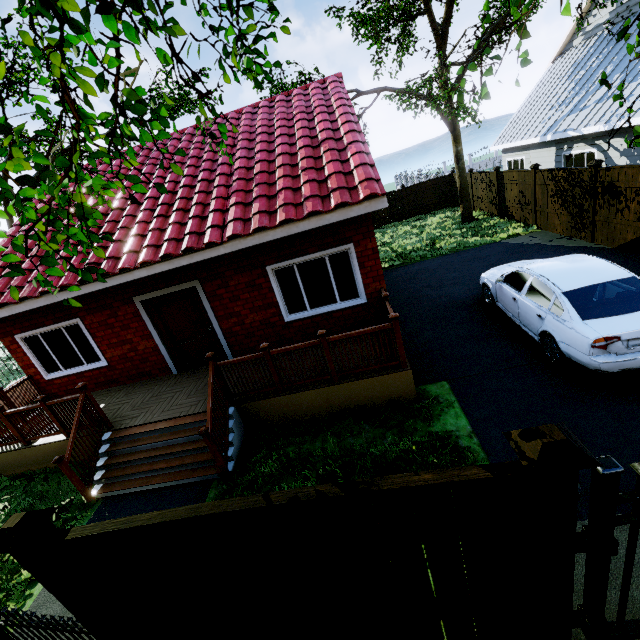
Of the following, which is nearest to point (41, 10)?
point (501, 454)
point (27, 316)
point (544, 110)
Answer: point (501, 454)

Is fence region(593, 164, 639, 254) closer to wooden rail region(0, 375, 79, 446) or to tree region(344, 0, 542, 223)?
tree region(344, 0, 542, 223)

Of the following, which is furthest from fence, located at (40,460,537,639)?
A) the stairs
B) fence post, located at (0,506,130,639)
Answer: the stairs

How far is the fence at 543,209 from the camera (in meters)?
10.52

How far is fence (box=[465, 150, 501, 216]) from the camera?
16.8 meters

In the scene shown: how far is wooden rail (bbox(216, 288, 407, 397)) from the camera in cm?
568

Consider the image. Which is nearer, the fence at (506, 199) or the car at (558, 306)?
the car at (558, 306)
